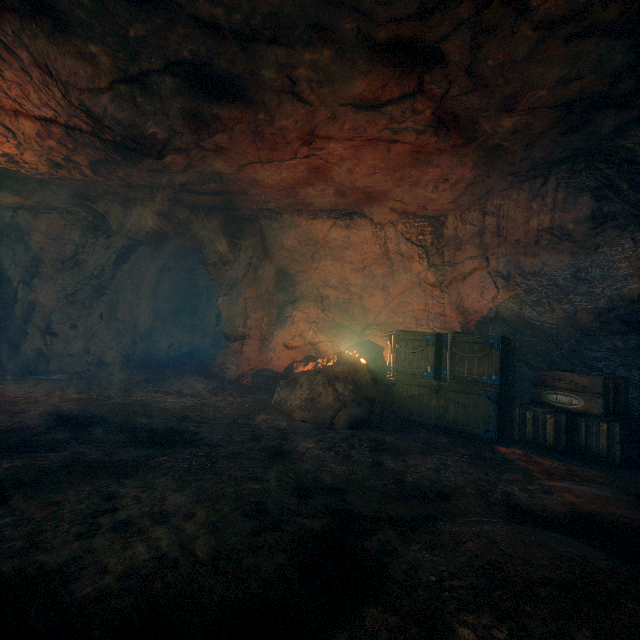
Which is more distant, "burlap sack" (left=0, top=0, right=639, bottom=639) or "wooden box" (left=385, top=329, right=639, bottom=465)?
"wooden box" (left=385, top=329, right=639, bottom=465)

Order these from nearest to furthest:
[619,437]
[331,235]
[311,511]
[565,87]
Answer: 1. [311,511]
2. [565,87]
3. [619,437]
4. [331,235]

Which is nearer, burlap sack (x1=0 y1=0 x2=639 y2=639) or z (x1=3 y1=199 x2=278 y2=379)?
burlap sack (x1=0 y1=0 x2=639 y2=639)

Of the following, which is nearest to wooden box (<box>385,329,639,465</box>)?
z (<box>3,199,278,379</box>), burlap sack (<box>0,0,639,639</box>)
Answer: burlap sack (<box>0,0,639,639</box>)

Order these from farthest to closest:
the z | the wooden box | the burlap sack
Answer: the z, the wooden box, the burlap sack

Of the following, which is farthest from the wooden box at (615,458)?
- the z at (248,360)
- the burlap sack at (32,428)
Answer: the z at (248,360)
